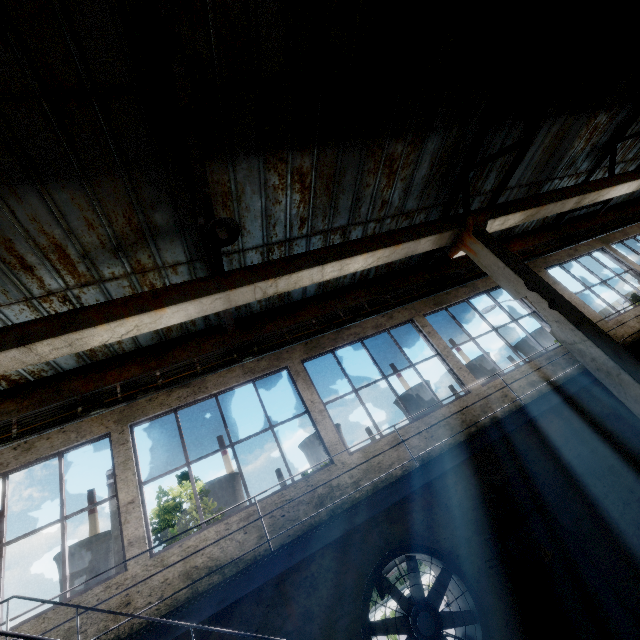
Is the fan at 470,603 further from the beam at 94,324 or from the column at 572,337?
the beam at 94,324

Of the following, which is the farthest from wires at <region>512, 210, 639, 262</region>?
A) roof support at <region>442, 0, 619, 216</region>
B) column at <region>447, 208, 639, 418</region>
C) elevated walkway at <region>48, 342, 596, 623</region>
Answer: elevated walkway at <region>48, 342, 596, 623</region>

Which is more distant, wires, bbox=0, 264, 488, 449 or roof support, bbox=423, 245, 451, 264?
roof support, bbox=423, 245, 451, 264

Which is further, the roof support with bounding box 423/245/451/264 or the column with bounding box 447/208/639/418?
the roof support with bounding box 423/245/451/264

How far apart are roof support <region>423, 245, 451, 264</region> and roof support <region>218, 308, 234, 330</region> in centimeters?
679cm

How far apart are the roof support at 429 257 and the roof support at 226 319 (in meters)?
6.79

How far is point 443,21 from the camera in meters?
5.6 m

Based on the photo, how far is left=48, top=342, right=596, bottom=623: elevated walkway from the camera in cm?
361
